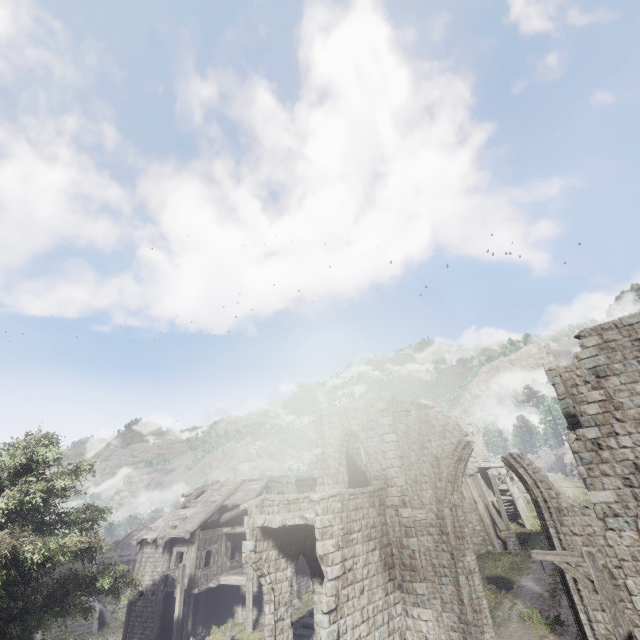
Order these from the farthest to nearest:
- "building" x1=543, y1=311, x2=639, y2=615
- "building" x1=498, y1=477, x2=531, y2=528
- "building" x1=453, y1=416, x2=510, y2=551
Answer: "building" x1=498, y1=477, x2=531, y2=528, "building" x1=453, y1=416, x2=510, y2=551, "building" x1=543, y1=311, x2=639, y2=615

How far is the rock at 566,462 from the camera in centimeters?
4849cm

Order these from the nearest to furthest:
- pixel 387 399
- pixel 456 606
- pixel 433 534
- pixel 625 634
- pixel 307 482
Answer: pixel 625 634 < pixel 456 606 < pixel 433 534 < pixel 387 399 < pixel 307 482

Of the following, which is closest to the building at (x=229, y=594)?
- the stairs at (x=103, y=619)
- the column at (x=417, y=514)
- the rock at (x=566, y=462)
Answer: the column at (x=417, y=514)

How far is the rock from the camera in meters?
48.5

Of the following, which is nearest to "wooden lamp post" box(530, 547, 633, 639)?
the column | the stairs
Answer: the column

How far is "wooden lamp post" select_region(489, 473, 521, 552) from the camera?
21.9 meters

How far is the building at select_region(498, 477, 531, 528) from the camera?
26.4 meters
